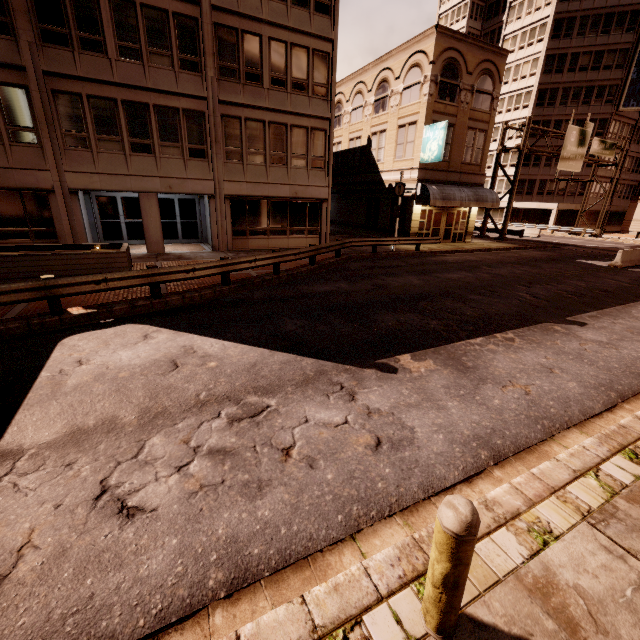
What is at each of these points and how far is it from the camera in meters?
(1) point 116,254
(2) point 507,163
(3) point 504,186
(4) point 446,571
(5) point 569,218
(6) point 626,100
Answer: (1) planter, 11.5
(2) building, 48.4
(3) building, 49.2
(4) bollard, 2.1
(5) building, 48.0
(6) sign, 41.1

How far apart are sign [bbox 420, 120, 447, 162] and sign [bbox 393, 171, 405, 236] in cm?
352

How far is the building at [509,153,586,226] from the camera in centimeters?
4534cm

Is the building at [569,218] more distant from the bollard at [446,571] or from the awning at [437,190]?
the bollard at [446,571]

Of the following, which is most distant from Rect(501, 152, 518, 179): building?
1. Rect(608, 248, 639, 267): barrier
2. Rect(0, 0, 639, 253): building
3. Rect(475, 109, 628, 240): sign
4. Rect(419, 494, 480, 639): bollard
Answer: Rect(419, 494, 480, 639): bollard

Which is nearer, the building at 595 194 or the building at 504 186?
the building at 595 194

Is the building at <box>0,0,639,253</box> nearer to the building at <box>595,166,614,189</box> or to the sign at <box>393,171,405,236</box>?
the sign at <box>393,171,405,236</box>
